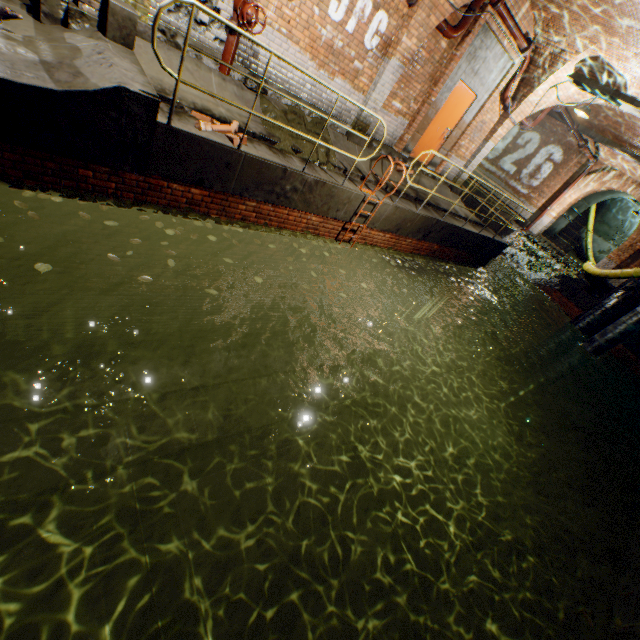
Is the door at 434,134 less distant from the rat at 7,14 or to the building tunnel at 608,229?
the rat at 7,14

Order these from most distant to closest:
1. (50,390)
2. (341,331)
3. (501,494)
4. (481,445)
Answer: (481,445), (341,331), (501,494), (50,390)

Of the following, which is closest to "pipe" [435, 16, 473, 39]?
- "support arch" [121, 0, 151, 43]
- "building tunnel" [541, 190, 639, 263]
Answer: "support arch" [121, 0, 151, 43]

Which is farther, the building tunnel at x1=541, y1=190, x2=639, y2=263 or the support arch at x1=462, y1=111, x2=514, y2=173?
the building tunnel at x1=541, y1=190, x2=639, y2=263

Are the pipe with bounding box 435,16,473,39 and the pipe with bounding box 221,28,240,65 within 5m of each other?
yes

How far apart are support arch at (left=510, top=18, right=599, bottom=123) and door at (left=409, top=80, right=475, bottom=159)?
1.6 meters

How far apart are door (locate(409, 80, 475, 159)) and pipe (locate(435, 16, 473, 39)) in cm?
106

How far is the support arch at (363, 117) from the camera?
7.7m
